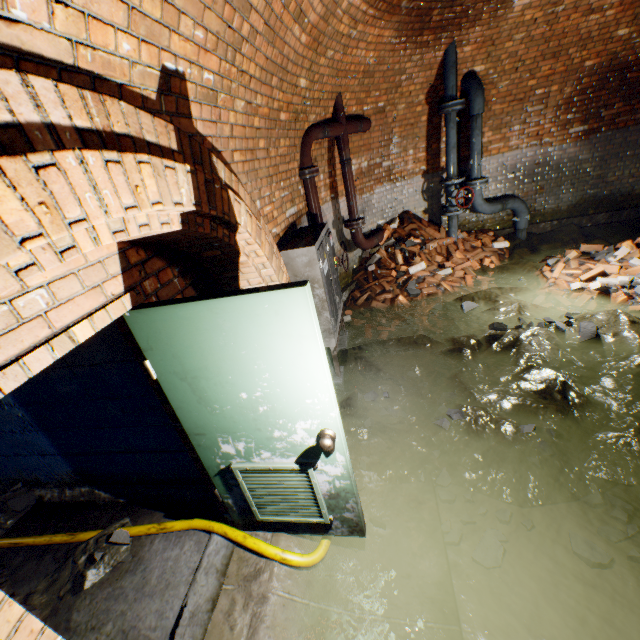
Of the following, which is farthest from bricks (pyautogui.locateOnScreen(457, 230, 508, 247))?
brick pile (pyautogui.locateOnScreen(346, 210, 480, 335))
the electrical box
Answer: the electrical box

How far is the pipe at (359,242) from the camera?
5.80m

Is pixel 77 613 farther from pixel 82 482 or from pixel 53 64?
pixel 53 64

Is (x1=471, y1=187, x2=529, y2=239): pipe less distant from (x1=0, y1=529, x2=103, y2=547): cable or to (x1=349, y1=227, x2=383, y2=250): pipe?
(x1=349, y1=227, x2=383, y2=250): pipe

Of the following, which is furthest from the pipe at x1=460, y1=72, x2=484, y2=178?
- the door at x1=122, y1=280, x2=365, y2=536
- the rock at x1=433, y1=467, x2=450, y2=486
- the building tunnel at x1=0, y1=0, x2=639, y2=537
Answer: the door at x1=122, y1=280, x2=365, y2=536

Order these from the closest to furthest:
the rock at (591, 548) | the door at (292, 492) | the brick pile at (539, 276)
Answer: the door at (292, 492) < the rock at (591, 548) < the brick pile at (539, 276)

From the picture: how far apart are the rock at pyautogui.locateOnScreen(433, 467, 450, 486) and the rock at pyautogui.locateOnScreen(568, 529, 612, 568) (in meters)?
0.85

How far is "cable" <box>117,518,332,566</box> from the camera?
2.4m
